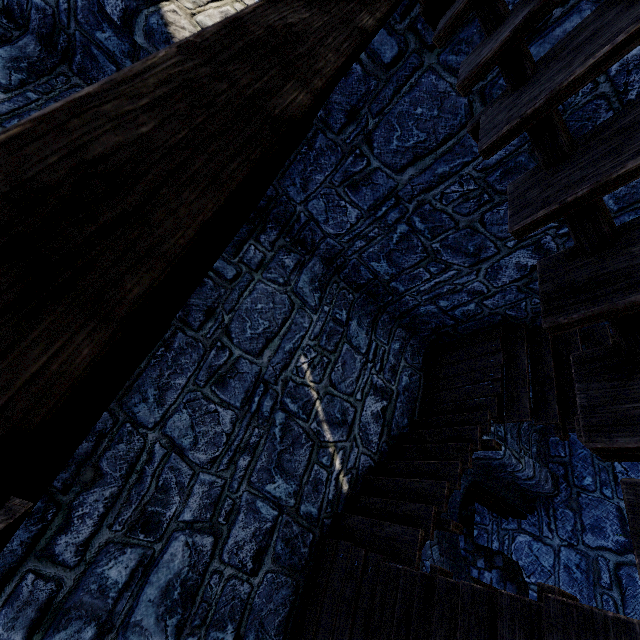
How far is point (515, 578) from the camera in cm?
754
